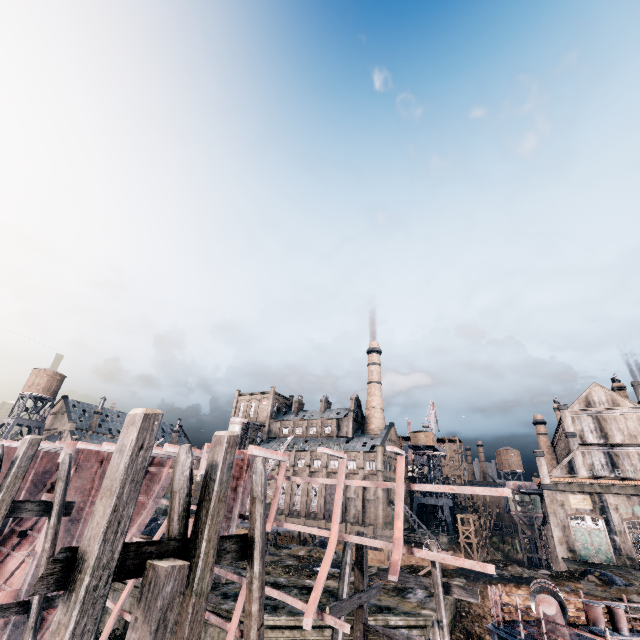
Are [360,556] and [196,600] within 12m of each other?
yes

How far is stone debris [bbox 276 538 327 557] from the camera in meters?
29.3

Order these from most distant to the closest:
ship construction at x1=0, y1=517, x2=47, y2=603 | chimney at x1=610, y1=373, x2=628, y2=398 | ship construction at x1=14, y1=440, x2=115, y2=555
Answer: chimney at x1=610, y1=373, x2=628, y2=398 → ship construction at x1=14, y1=440, x2=115, y2=555 → ship construction at x1=0, y1=517, x2=47, y2=603

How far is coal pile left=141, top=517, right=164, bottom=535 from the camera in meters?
33.4 m

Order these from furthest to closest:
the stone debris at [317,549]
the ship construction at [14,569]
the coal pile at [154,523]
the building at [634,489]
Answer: the building at [634,489]
the coal pile at [154,523]
the stone debris at [317,549]
the ship construction at [14,569]

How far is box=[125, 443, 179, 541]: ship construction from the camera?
14.65m

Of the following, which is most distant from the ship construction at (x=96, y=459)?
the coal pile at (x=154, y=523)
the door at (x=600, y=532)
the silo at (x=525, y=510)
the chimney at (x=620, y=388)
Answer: Result: the chimney at (x=620, y=388)
